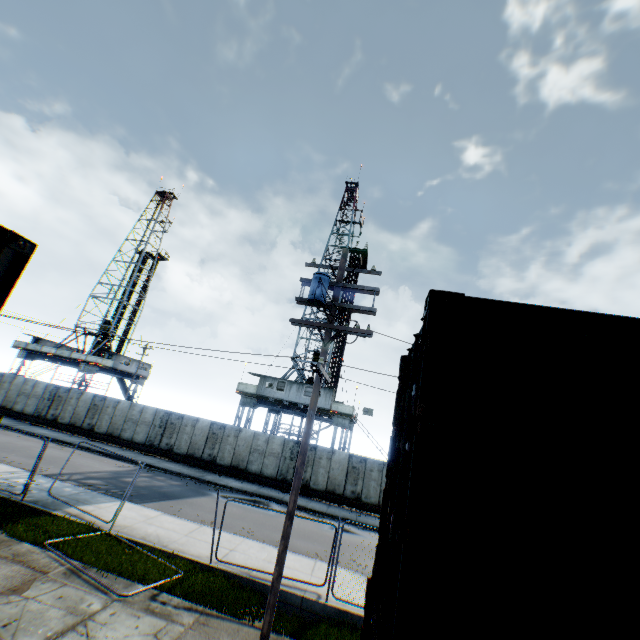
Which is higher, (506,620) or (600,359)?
(600,359)

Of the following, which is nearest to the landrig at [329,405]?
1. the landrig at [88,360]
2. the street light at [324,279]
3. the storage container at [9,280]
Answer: the street light at [324,279]

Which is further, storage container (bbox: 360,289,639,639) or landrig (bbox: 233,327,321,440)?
landrig (bbox: 233,327,321,440)

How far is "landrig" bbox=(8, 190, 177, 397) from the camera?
39.09m

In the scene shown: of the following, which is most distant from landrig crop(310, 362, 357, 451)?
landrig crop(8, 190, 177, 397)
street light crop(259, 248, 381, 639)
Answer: landrig crop(8, 190, 177, 397)

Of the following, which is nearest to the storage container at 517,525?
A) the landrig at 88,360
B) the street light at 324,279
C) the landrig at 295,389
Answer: the street light at 324,279

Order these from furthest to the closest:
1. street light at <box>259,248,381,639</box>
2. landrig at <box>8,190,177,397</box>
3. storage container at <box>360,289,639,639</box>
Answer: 1. landrig at <box>8,190,177,397</box>
2. street light at <box>259,248,381,639</box>
3. storage container at <box>360,289,639,639</box>

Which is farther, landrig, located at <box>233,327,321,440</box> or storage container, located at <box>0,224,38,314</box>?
landrig, located at <box>233,327,321,440</box>
